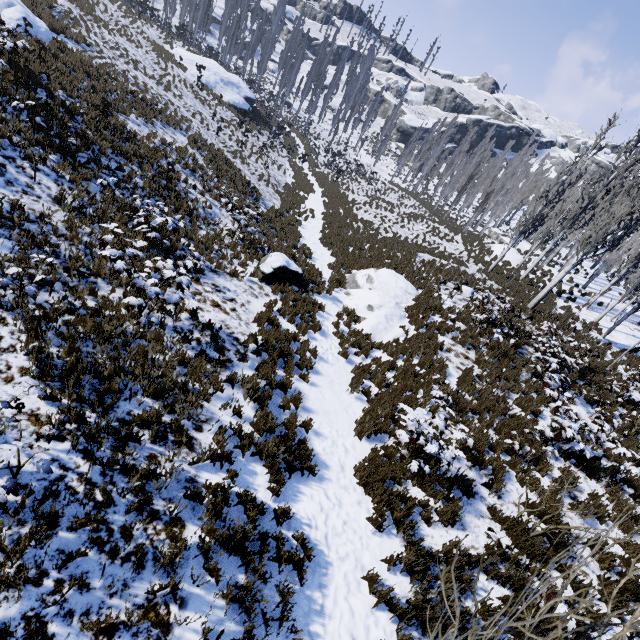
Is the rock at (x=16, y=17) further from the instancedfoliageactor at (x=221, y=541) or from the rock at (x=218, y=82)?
the instancedfoliageactor at (x=221, y=541)

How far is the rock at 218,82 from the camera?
31.3m

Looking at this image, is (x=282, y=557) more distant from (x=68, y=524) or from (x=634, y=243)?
(x=634, y=243)

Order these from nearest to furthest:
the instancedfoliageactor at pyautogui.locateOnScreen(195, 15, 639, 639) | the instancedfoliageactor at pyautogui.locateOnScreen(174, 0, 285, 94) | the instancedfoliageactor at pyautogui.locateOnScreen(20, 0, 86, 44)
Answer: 1. the instancedfoliageactor at pyautogui.locateOnScreen(195, 15, 639, 639)
2. the instancedfoliageactor at pyautogui.locateOnScreen(20, 0, 86, 44)
3. the instancedfoliageactor at pyautogui.locateOnScreen(174, 0, 285, 94)

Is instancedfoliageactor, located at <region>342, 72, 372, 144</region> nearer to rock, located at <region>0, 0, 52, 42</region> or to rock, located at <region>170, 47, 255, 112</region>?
rock, located at <region>170, 47, 255, 112</region>

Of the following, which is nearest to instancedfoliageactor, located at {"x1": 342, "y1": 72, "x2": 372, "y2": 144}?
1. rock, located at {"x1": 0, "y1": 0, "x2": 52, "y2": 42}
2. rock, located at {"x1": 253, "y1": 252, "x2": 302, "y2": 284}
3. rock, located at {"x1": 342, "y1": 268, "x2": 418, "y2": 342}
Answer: rock, located at {"x1": 342, "y1": 268, "x2": 418, "y2": 342}

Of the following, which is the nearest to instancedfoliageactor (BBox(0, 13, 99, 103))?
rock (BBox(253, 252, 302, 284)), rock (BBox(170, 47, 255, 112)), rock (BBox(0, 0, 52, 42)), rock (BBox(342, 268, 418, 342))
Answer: rock (BBox(170, 47, 255, 112))
